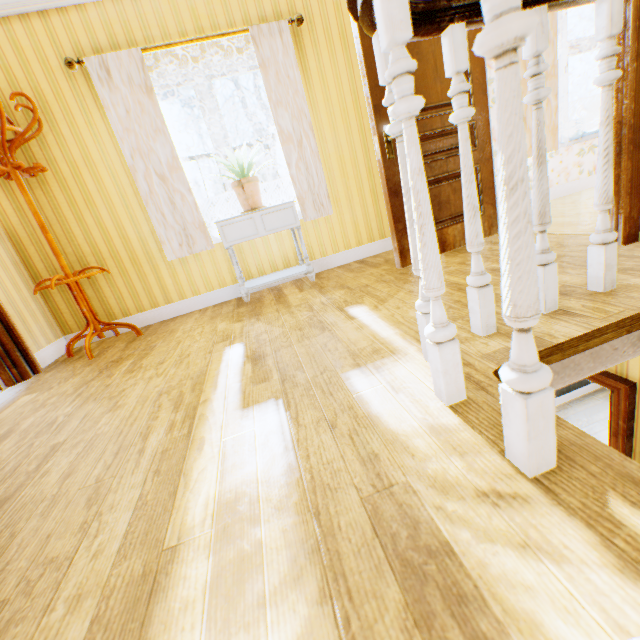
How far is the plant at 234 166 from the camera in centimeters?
294cm

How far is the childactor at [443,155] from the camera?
2.7m

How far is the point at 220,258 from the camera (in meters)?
3.73

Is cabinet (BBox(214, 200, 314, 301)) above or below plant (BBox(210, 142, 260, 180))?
below

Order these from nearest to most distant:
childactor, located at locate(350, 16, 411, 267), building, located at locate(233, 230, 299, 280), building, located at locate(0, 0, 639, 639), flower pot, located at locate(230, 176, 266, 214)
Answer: building, located at locate(0, 0, 639, 639) → childactor, located at locate(350, 16, 411, 267) → flower pot, located at locate(230, 176, 266, 214) → building, located at locate(233, 230, 299, 280)

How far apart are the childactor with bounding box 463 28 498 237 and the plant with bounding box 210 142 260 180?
0.9 meters

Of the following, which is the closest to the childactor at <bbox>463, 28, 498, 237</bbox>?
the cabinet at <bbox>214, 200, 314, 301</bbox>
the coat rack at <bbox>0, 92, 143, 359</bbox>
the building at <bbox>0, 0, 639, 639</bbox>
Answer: the building at <bbox>0, 0, 639, 639</bbox>

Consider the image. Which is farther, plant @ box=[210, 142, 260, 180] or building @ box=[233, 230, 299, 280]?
building @ box=[233, 230, 299, 280]
